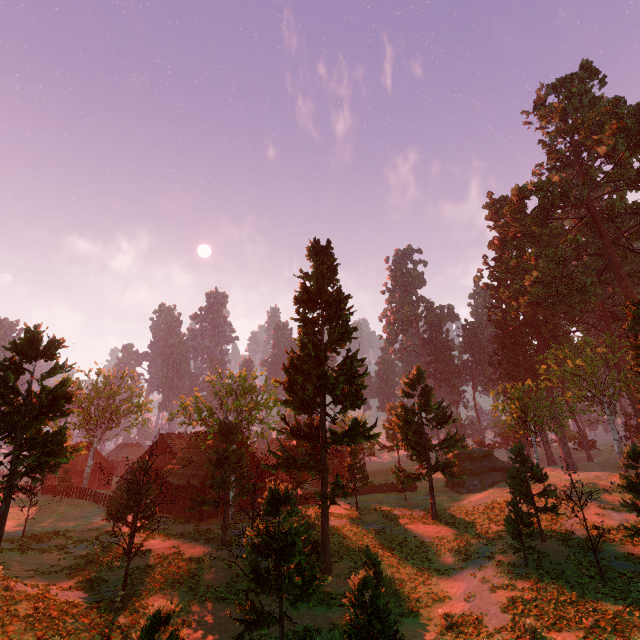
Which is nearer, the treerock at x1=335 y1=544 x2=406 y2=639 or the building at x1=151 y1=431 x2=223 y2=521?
the treerock at x1=335 y1=544 x2=406 y2=639

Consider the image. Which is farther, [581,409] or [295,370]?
[581,409]

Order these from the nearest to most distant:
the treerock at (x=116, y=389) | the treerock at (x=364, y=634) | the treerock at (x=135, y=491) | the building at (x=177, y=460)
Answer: the treerock at (x=364, y=634) → the treerock at (x=116, y=389) → the treerock at (x=135, y=491) → the building at (x=177, y=460)

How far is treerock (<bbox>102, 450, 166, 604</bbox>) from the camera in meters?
16.3

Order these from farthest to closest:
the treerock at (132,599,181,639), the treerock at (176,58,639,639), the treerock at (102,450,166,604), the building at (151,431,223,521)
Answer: the building at (151,431,223,521) < the treerock at (176,58,639,639) < the treerock at (102,450,166,604) < the treerock at (132,599,181,639)

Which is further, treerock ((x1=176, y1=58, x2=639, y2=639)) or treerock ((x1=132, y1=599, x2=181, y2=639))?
treerock ((x1=176, y1=58, x2=639, y2=639))

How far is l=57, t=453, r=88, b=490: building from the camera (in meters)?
54.18

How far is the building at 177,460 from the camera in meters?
31.1 m
